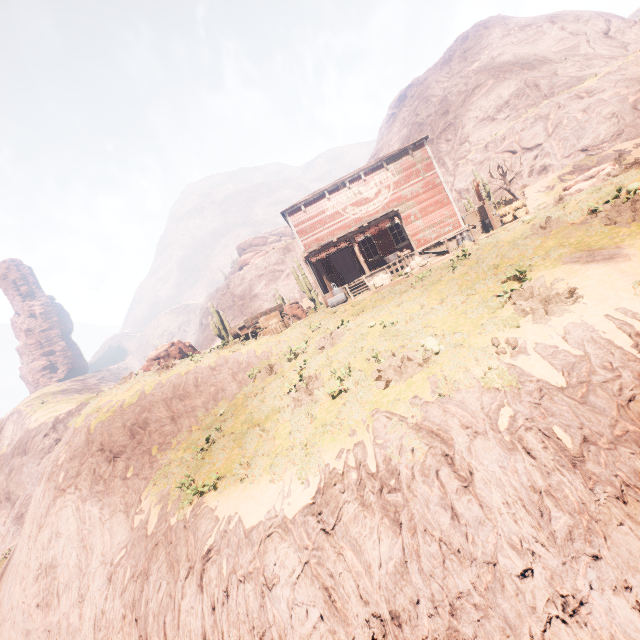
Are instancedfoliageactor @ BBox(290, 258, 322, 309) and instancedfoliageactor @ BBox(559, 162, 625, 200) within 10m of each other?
no

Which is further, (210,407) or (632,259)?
(210,407)

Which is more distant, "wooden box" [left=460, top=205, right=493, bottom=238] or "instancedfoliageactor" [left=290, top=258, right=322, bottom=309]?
"instancedfoliageactor" [left=290, top=258, right=322, bottom=309]

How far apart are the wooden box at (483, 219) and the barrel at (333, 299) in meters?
9.3

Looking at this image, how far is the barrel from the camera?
17.88m

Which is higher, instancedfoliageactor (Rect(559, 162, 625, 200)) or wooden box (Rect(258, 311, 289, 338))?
wooden box (Rect(258, 311, 289, 338))

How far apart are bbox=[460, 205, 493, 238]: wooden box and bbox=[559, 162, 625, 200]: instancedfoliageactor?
3.3m

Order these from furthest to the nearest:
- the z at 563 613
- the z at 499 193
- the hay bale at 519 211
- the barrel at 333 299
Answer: the z at 499 193
the hay bale at 519 211
the barrel at 333 299
the z at 563 613
